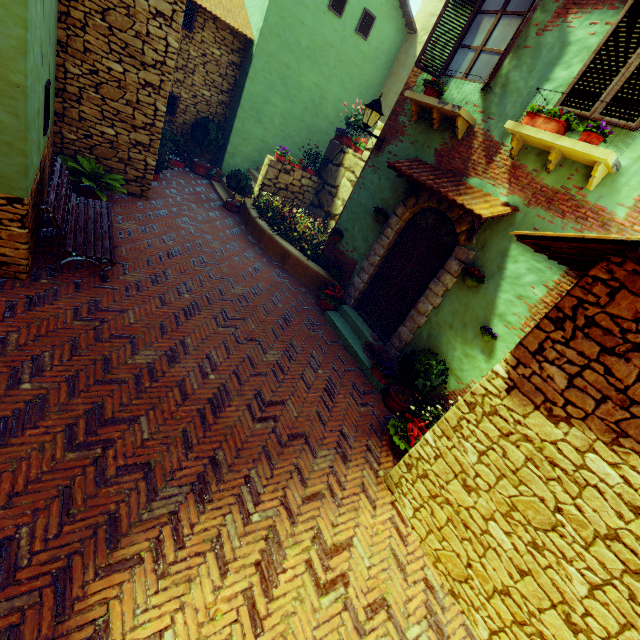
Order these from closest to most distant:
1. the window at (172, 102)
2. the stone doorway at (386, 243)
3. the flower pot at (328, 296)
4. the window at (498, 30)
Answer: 1. the window at (498, 30)
2. the stone doorway at (386, 243)
3. the flower pot at (328, 296)
4. the window at (172, 102)

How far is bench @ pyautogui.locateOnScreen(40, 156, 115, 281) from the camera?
4.6m

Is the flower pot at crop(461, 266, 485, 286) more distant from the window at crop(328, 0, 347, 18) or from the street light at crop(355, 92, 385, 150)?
the street light at crop(355, 92, 385, 150)

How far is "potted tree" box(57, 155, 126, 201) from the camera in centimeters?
673cm

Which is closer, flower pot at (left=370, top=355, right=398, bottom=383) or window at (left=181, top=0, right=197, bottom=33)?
flower pot at (left=370, top=355, right=398, bottom=383)

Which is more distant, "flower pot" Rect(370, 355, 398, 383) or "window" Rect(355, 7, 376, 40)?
"window" Rect(355, 7, 376, 40)

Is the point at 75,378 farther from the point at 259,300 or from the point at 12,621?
the point at 259,300

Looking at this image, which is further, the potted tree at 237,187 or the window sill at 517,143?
the potted tree at 237,187
